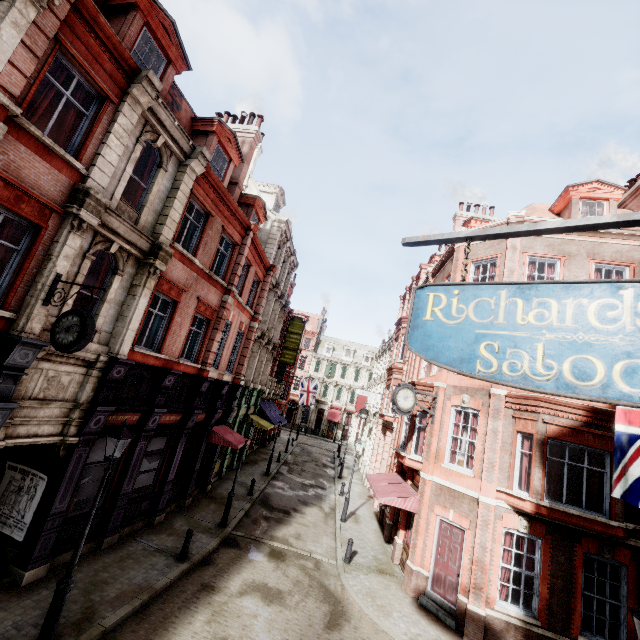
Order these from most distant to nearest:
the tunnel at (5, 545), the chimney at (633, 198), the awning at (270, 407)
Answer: the awning at (270, 407) < the chimney at (633, 198) < the tunnel at (5, 545)

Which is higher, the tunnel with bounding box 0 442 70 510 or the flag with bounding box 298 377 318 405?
the flag with bounding box 298 377 318 405

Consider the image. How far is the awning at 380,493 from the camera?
13.8 meters

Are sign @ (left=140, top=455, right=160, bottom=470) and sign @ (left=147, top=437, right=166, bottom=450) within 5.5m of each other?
yes

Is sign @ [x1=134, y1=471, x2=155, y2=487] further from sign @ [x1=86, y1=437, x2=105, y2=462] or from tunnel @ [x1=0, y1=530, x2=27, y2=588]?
tunnel @ [x1=0, y1=530, x2=27, y2=588]

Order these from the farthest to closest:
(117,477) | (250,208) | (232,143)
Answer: (250,208)
(232,143)
(117,477)

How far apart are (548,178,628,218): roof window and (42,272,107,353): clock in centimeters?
1949cm

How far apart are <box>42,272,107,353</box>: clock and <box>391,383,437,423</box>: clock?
11.10m
